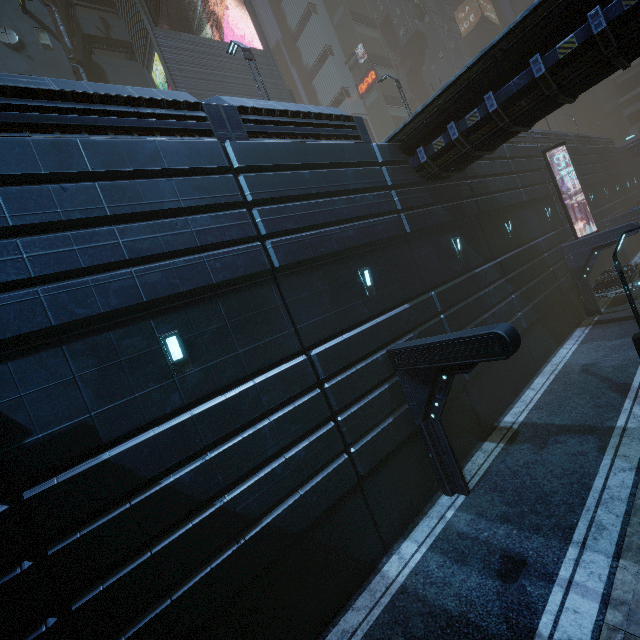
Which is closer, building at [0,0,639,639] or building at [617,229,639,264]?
building at [0,0,639,639]

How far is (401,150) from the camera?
12.65m

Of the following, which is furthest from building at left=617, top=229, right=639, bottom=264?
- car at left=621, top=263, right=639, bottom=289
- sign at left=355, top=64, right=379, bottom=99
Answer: car at left=621, top=263, right=639, bottom=289

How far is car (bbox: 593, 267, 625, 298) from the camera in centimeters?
1973cm

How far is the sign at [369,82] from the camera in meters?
42.2

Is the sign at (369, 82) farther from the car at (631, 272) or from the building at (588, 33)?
the car at (631, 272)

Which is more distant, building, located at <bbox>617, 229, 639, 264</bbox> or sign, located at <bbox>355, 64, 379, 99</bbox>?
sign, located at <bbox>355, 64, 379, 99</bbox>

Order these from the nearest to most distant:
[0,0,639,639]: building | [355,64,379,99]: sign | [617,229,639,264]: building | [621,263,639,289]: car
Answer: [0,0,639,639]: building < [621,263,639,289]: car < [617,229,639,264]: building < [355,64,379,99]: sign
